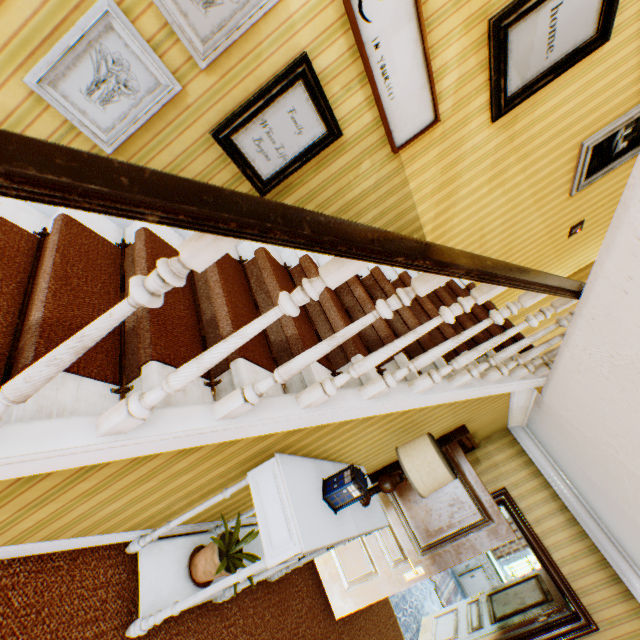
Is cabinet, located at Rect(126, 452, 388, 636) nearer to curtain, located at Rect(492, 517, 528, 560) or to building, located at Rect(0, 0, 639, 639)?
building, located at Rect(0, 0, 639, 639)

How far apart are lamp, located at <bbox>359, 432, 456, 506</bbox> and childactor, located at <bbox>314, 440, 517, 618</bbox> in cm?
113

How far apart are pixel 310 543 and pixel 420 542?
2.52m

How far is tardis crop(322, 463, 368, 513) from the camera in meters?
2.1 m

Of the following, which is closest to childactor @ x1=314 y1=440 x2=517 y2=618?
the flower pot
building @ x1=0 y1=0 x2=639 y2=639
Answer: building @ x1=0 y1=0 x2=639 y2=639

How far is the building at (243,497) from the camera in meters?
2.5 m

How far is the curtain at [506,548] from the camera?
8.85m

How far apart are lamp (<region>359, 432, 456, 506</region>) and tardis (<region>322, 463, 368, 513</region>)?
0.43m
